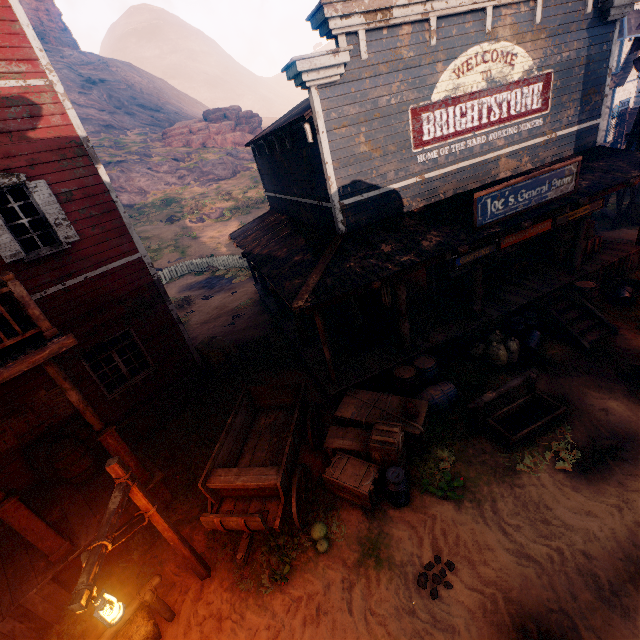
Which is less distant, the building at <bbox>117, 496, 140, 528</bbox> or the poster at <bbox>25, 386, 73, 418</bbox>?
the building at <bbox>117, 496, 140, 528</bbox>

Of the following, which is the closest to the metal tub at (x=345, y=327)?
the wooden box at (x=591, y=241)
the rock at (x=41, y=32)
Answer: the wooden box at (x=591, y=241)

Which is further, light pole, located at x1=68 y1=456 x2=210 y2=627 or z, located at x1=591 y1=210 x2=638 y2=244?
z, located at x1=591 y1=210 x2=638 y2=244

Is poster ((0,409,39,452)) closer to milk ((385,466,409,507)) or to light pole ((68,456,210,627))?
light pole ((68,456,210,627))

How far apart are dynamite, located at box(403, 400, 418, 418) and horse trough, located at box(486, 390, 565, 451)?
1.5 meters

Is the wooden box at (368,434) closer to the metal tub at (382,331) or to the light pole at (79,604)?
the metal tub at (382,331)

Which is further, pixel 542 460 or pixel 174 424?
pixel 174 424

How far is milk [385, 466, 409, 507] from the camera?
6.1 meters
